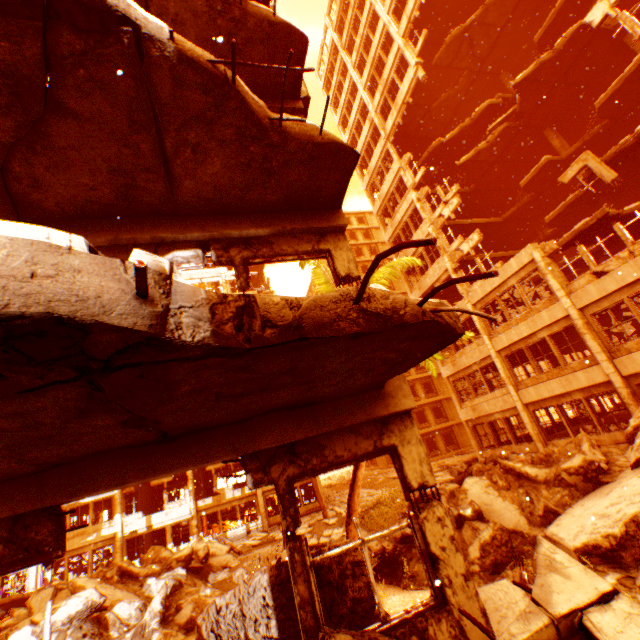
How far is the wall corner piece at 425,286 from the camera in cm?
2113

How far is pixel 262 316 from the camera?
1.7m

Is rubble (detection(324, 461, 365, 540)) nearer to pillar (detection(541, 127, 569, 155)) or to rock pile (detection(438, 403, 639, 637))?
rock pile (detection(438, 403, 639, 637))

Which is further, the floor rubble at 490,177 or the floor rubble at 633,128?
the floor rubble at 490,177

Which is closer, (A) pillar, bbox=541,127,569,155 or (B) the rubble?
→ (B) the rubble

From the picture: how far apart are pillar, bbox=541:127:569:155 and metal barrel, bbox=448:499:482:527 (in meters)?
21.11

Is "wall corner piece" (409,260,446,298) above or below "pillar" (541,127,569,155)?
below

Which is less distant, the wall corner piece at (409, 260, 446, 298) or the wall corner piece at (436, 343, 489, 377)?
the wall corner piece at (436, 343, 489, 377)
